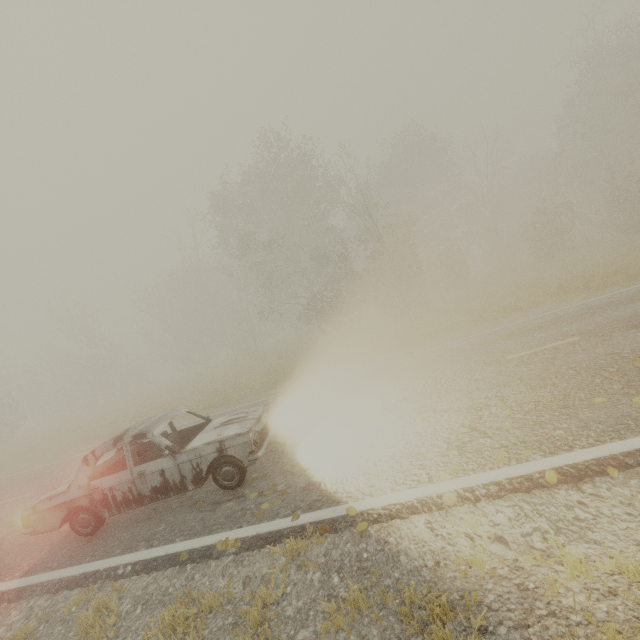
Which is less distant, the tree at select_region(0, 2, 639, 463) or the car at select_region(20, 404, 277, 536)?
the car at select_region(20, 404, 277, 536)

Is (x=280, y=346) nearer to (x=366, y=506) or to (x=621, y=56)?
(x=366, y=506)

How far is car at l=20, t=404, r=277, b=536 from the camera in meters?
5.3

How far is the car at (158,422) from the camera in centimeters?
531cm

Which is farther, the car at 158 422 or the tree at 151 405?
the tree at 151 405
